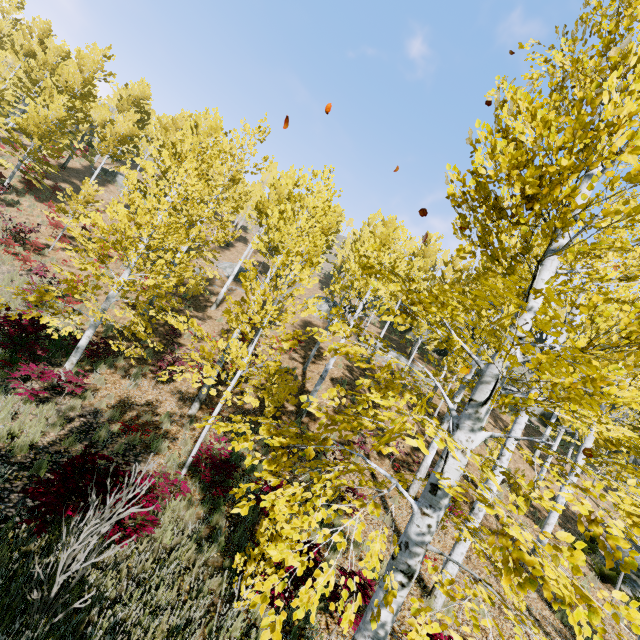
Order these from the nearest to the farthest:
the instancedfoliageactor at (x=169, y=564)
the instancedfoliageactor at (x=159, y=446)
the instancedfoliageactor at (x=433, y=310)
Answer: the instancedfoliageactor at (x=433, y=310), the instancedfoliageactor at (x=169, y=564), the instancedfoliageactor at (x=159, y=446)

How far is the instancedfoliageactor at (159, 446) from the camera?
7.7 meters

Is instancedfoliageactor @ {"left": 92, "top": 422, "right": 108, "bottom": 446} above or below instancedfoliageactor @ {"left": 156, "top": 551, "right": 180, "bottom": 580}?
below

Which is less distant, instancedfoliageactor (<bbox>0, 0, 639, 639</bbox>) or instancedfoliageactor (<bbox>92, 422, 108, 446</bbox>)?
instancedfoliageactor (<bbox>0, 0, 639, 639</bbox>)

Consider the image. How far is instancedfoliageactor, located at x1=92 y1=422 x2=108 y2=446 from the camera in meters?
7.7 m

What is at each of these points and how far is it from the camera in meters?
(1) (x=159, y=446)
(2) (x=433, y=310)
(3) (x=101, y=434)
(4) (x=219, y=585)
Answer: (1) instancedfoliageactor, 8.3 m
(2) instancedfoliageactor, 2.7 m
(3) instancedfoliageactor, 7.9 m
(4) instancedfoliageactor, 5.0 m

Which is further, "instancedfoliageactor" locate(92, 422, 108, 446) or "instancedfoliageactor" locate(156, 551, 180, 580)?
"instancedfoliageactor" locate(92, 422, 108, 446)

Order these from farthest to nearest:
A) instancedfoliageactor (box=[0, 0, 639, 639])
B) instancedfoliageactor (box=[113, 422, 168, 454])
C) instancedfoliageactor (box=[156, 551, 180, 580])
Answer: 1. instancedfoliageactor (box=[113, 422, 168, 454])
2. instancedfoliageactor (box=[156, 551, 180, 580])
3. instancedfoliageactor (box=[0, 0, 639, 639])
